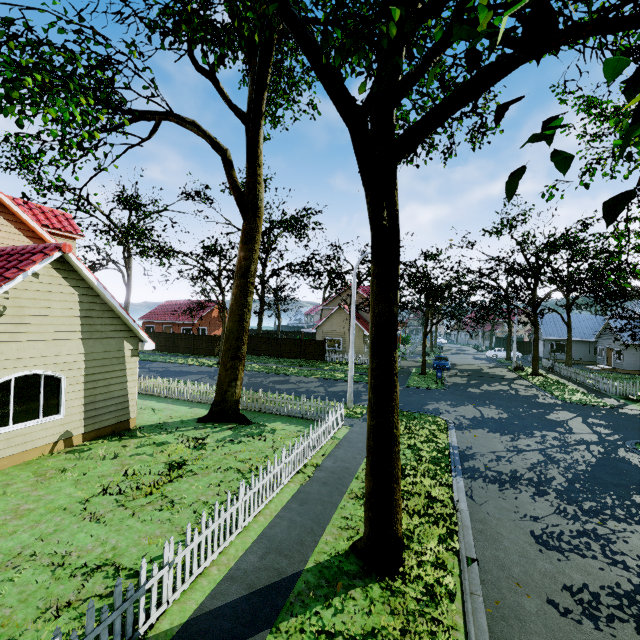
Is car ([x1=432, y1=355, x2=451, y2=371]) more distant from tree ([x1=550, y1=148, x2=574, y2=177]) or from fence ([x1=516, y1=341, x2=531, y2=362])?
fence ([x1=516, y1=341, x2=531, y2=362])

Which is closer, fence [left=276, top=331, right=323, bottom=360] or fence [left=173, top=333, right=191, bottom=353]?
fence [left=276, top=331, right=323, bottom=360]

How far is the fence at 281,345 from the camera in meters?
35.3

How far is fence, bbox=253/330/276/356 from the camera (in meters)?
37.31

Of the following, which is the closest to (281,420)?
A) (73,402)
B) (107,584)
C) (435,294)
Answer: (73,402)

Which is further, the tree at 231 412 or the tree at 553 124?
the tree at 231 412

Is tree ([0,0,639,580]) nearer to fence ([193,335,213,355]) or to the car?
fence ([193,335,213,355])

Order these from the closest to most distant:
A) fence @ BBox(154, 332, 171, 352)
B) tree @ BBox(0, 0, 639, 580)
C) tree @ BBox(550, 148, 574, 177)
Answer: tree @ BBox(550, 148, 574, 177) < tree @ BBox(0, 0, 639, 580) < fence @ BBox(154, 332, 171, 352)
